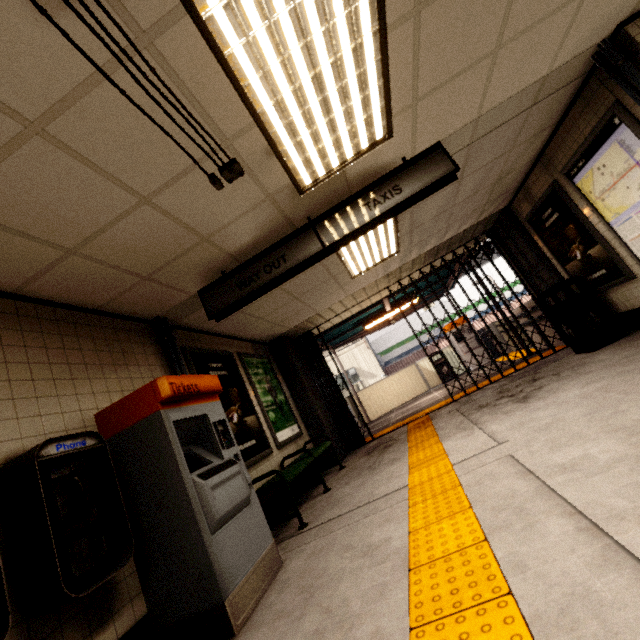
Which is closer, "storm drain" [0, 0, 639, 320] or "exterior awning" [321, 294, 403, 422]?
"storm drain" [0, 0, 639, 320]

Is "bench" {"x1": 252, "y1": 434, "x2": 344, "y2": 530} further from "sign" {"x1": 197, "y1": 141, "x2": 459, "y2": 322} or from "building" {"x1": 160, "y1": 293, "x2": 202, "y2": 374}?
"sign" {"x1": 197, "y1": 141, "x2": 459, "y2": 322}

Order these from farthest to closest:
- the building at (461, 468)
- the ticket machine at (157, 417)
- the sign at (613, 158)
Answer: the sign at (613, 158) → the building at (461, 468) → the ticket machine at (157, 417)

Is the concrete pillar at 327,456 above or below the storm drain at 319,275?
below

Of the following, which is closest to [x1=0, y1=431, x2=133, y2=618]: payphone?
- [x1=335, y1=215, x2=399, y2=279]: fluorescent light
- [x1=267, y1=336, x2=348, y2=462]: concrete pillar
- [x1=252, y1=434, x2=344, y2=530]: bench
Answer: [x1=252, y1=434, x2=344, y2=530]: bench

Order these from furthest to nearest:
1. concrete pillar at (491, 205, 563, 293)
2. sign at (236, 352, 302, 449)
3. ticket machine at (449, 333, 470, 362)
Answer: ticket machine at (449, 333, 470, 362) < concrete pillar at (491, 205, 563, 293) < sign at (236, 352, 302, 449)

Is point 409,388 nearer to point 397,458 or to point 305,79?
point 397,458

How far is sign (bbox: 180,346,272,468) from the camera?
4.38m
